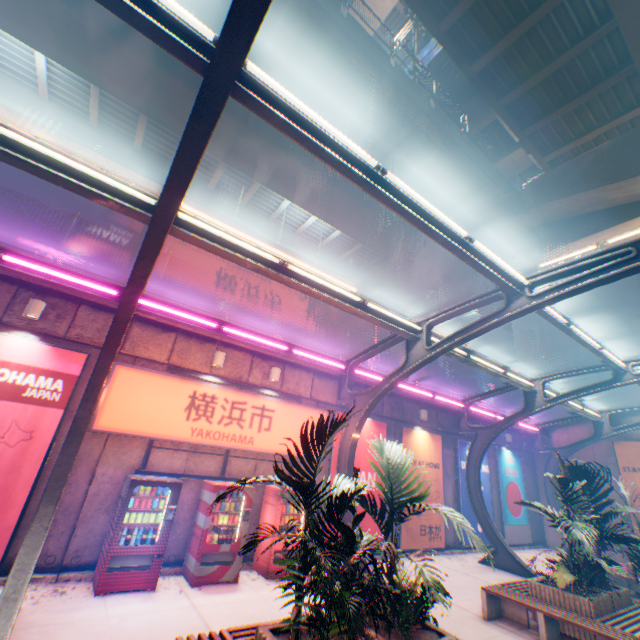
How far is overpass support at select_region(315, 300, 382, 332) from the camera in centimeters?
2369cm

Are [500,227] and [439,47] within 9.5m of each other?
no

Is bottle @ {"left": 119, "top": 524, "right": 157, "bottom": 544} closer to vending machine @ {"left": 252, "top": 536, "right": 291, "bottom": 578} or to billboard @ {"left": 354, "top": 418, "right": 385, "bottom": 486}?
vending machine @ {"left": 252, "top": 536, "right": 291, "bottom": 578}

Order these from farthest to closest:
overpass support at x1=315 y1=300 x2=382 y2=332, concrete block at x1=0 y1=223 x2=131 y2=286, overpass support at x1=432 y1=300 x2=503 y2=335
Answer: overpass support at x1=315 y1=300 x2=382 y2=332
overpass support at x1=432 y1=300 x2=503 y2=335
concrete block at x1=0 y1=223 x2=131 y2=286

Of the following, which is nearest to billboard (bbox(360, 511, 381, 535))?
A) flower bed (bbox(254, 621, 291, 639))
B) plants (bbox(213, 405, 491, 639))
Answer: plants (bbox(213, 405, 491, 639))

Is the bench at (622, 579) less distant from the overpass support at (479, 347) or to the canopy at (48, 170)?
the canopy at (48, 170)

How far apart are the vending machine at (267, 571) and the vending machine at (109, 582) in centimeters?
254cm

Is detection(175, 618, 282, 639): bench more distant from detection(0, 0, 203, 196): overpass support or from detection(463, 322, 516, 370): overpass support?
detection(463, 322, 516, 370): overpass support
